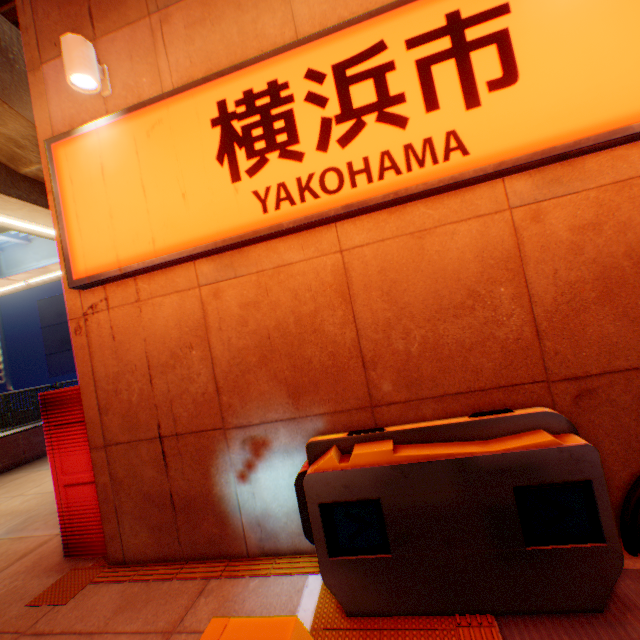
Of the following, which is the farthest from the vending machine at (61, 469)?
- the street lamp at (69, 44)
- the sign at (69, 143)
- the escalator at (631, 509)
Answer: the escalator at (631, 509)

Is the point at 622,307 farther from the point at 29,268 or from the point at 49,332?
the point at 49,332

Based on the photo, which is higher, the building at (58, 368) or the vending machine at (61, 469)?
the building at (58, 368)

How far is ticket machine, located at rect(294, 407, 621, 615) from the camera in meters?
2.1

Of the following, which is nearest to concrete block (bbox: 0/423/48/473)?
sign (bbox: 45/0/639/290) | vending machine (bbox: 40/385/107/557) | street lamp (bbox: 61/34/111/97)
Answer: vending machine (bbox: 40/385/107/557)

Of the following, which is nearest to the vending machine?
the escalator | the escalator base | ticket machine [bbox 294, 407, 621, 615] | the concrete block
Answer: ticket machine [bbox 294, 407, 621, 615]

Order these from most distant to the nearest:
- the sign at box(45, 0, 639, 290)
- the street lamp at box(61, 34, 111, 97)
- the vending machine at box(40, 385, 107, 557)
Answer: the vending machine at box(40, 385, 107, 557) < the street lamp at box(61, 34, 111, 97) < the sign at box(45, 0, 639, 290)

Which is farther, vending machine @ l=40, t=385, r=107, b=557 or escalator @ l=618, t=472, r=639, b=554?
vending machine @ l=40, t=385, r=107, b=557
